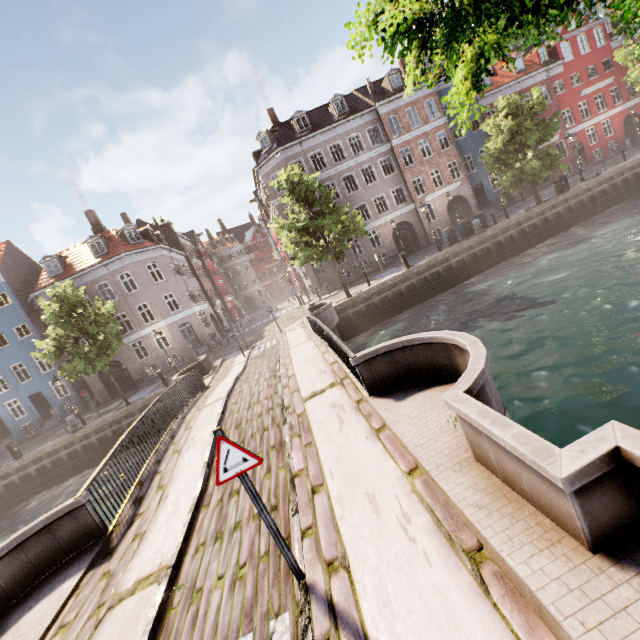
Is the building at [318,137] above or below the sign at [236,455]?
above

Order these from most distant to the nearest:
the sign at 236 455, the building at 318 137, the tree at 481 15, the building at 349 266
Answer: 1. the building at 349 266
2. the building at 318 137
3. the sign at 236 455
4. the tree at 481 15

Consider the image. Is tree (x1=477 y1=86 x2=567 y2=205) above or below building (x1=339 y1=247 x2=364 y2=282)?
above

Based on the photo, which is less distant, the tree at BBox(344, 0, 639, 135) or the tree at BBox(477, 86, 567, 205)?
the tree at BBox(344, 0, 639, 135)

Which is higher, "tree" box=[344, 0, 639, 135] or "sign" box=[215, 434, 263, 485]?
"tree" box=[344, 0, 639, 135]

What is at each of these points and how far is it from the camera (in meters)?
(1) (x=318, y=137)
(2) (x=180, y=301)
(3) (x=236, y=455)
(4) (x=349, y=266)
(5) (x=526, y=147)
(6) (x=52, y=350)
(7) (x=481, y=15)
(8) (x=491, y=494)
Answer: (1) building, 29.55
(2) building, 30.20
(3) sign, 3.23
(4) building, 31.25
(5) tree, 21.86
(6) tree, 19.12
(7) tree, 2.26
(8) bridge, 3.35

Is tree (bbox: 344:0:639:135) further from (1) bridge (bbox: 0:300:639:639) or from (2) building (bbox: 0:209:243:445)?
(2) building (bbox: 0:209:243:445)
